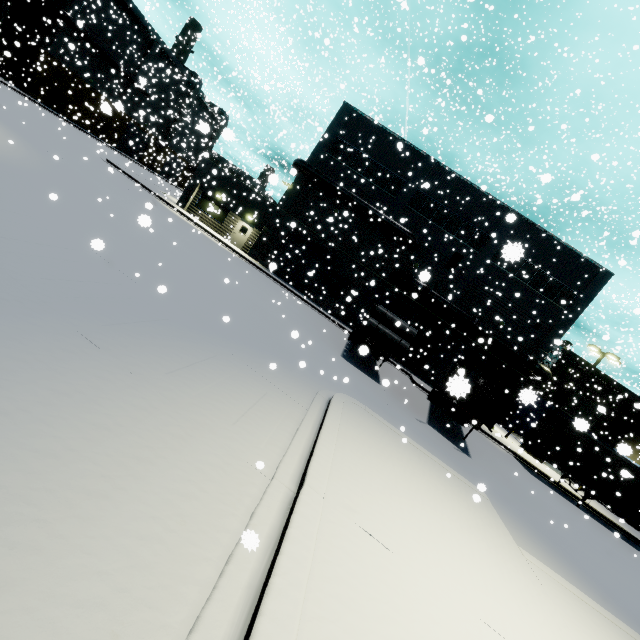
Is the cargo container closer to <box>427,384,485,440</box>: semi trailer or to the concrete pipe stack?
<box>427,384,485,440</box>: semi trailer

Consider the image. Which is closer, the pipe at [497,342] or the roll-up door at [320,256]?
the pipe at [497,342]

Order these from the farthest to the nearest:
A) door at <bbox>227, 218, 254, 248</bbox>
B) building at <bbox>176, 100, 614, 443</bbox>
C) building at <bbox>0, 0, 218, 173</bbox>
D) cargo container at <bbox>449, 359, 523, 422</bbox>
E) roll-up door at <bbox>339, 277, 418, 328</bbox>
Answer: building at <bbox>0, 0, 218, 173</bbox> < door at <bbox>227, 218, 254, 248</bbox> < roll-up door at <bbox>339, 277, 418, 328</bbox> < building at <bbox>176, 100, 614, 443</bbox> < cargo container at <bbox>449, 359, 523, 422</bbox>

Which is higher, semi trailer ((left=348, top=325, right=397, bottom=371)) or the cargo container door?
the cargo container door

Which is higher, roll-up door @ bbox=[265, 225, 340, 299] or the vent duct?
the vent duct

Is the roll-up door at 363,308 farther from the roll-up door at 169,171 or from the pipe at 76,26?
the roll-up door at 169,171

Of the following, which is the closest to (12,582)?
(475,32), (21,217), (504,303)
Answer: (21,217)

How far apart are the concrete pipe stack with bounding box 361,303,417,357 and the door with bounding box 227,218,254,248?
14.69m
